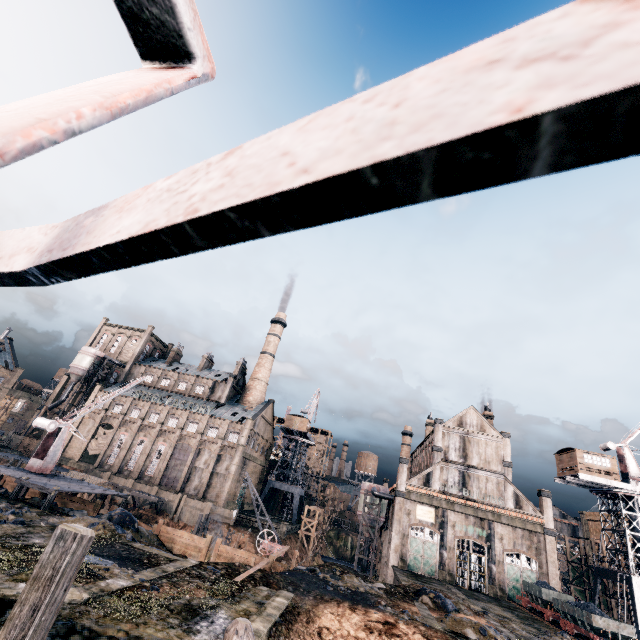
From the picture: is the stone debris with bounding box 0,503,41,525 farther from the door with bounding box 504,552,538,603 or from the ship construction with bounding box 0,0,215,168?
the door with bounding box 504,552,538,603

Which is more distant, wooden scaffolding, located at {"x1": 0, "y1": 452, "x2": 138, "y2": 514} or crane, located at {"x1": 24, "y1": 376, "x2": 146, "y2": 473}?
crane, located at {"x1": 24, "y1": 376, "x2": 146, "y2": 473}

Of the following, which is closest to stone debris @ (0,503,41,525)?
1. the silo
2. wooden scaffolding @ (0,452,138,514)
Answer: wooden scaffolding @ (0,452,138,514)

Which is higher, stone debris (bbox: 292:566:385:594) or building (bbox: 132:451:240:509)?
building (bbox: 132:451:240:509)

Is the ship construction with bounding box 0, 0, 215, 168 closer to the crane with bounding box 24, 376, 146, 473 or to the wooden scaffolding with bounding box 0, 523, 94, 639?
the wooden scaffolding with bounding box 0, 523, 94, 639

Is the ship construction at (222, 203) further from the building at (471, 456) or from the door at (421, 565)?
the door at (421, 565)

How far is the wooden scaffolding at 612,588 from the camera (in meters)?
44.66

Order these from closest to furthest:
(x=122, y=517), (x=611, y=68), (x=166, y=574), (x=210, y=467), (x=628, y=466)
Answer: (x=611, y=68) < (x=166, y=574) < (x=122, y=517) < (x=628, y=466) < (x=210, y=467)
